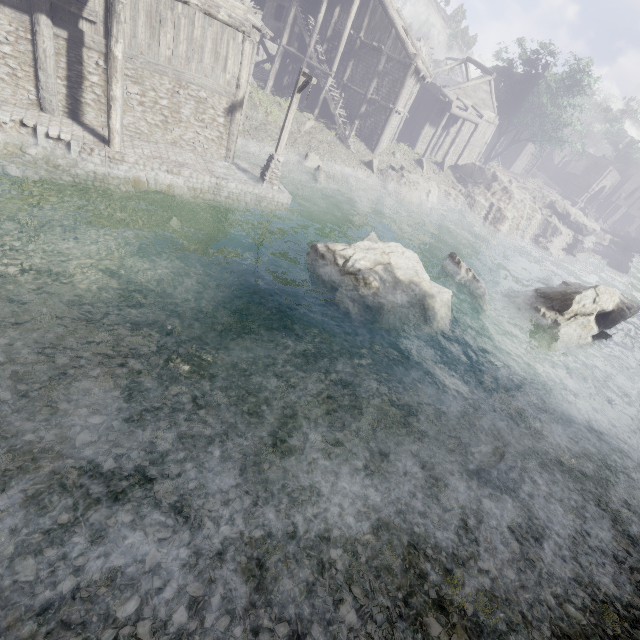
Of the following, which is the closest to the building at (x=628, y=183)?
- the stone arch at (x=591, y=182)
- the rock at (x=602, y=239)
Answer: the stone arch at (x=591, y=182)

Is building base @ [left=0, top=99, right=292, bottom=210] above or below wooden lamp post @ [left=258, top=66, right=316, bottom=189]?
below

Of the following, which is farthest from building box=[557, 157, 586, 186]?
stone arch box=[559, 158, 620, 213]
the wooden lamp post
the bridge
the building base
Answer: the bridge

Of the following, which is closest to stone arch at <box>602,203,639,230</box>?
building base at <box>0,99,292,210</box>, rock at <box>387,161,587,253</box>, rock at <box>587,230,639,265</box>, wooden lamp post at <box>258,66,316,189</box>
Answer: rock at <box>587,230,639,265</box>

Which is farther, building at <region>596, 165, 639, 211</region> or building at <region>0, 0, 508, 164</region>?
building at <region>596, 165, 639, 211</region>

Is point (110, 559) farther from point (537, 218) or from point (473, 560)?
point (537, 218)

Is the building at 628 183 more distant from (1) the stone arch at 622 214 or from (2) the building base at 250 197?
(1) the stone arch at 622 214

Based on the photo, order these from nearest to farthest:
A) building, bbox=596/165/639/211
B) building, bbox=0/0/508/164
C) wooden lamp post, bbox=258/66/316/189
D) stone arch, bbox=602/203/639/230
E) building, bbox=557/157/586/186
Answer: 1. building, bbox=0/0/508/164
2. wooden lamp post, bbox=258/66/316/189
3. building, bbox=596/165/639/211
4. stone arch, bbox=602/203/639/230
5. building, bbox=557/157/586/186
